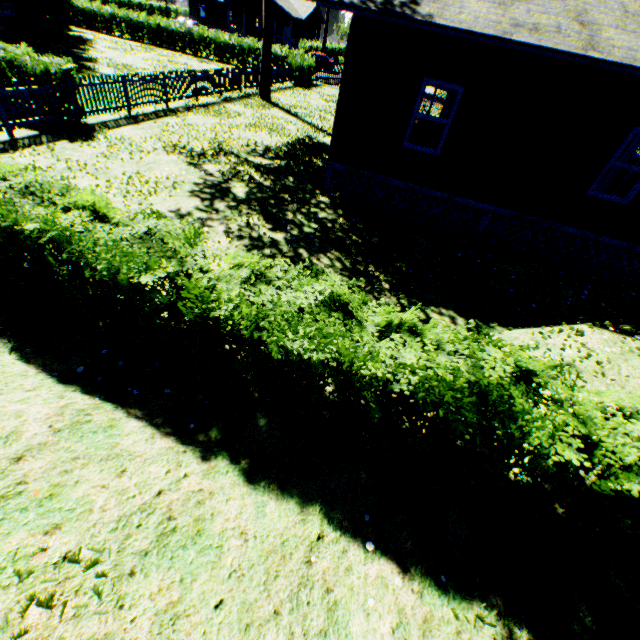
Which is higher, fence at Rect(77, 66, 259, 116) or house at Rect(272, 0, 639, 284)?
house at Rect(272, 0, 639, 284)

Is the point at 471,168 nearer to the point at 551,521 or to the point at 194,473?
the point at 551,521

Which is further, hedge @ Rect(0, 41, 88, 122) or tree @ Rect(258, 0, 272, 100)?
tree @ Rect(258, 0, 272, 100)

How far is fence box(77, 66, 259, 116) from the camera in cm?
1192

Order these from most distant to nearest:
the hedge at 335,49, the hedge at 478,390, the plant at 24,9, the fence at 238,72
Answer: the hedge at 335,49 < the plant at 24,9 < the fence at 238,72 < the hedge at 478,390

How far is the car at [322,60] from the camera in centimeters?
3894cm

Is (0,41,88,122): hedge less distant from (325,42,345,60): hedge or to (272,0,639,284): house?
(272,0,639,284): house

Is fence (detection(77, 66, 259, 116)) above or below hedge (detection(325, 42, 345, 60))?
below
